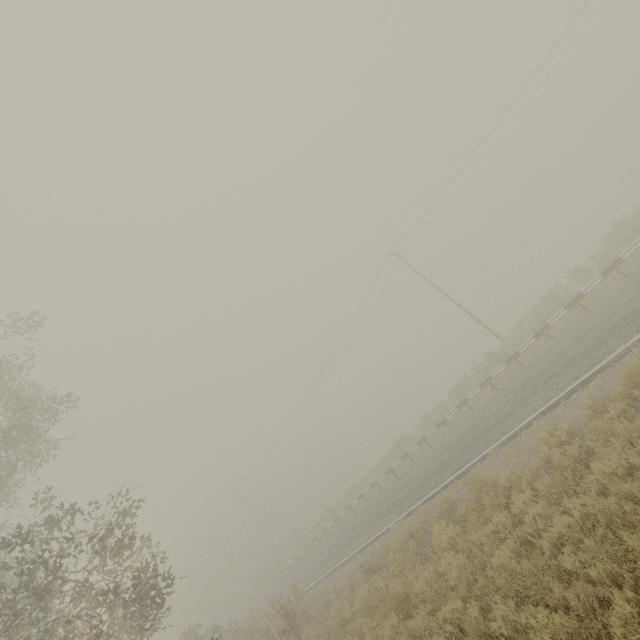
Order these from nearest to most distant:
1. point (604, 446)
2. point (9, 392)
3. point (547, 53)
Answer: point (604, 446)
point (9, 392)
point (547, 53)
